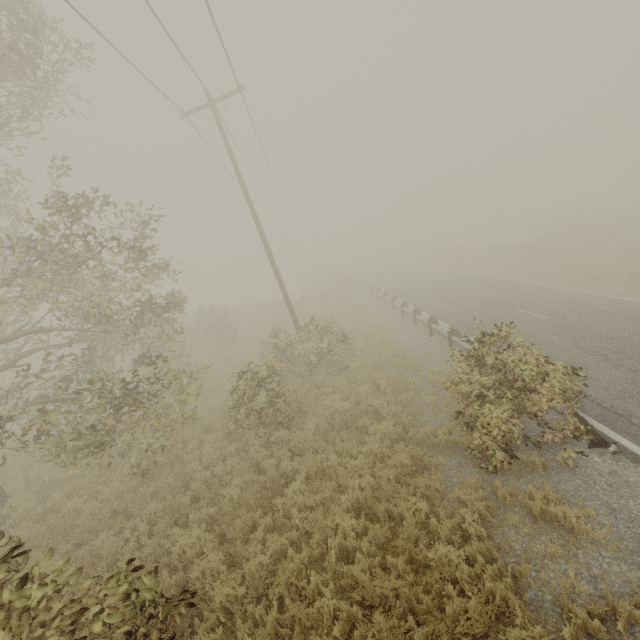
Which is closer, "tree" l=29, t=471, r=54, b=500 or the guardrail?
the guardrail

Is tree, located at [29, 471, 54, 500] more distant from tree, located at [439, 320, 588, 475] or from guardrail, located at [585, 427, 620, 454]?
guardrail, located at [585, 427, 620, 454]

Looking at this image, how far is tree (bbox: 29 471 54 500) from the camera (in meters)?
9.67

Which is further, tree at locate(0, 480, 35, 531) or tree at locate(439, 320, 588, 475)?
tree at locate(0, 480, 35, 531)

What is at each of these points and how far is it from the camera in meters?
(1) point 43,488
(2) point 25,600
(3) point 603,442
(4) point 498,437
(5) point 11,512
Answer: (1) tree, 9.8
(2) tree, 3.4
(3) guardrail, 6.6
(4) tree, 6.2
(5) tree, 9.1

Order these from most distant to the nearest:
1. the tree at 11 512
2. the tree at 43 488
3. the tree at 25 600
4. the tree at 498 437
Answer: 1. the tree at 43 488
2. the tree at 11 512
3. the tree at 498 437
4. the tree at 25 600

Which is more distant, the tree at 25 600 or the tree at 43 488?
the tree at 43 488

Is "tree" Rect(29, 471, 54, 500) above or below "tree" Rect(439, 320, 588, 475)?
below
